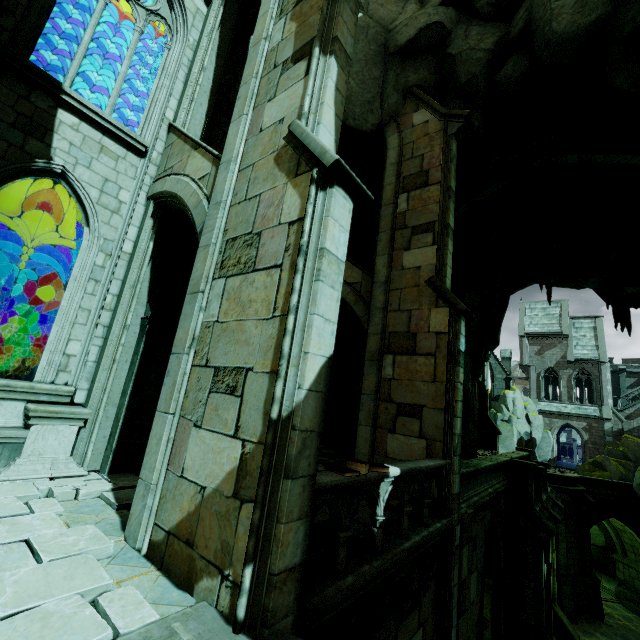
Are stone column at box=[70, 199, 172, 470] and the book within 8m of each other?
yes

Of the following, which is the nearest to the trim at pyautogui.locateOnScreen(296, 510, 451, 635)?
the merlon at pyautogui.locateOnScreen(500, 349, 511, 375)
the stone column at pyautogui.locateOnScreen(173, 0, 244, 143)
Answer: the stone column at pyautogui.locateOnScreen(173, 0, 244, 143)

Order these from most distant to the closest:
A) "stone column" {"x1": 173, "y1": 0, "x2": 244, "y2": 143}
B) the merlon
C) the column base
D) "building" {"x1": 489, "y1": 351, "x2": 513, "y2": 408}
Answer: the merlon < "building" {"x1": 489, "y1": 351, "x2": 513, "y2": 408} < "stone column" {"x1": 173, "y1": 0, "x2": 244, "y2": 143} < the column base

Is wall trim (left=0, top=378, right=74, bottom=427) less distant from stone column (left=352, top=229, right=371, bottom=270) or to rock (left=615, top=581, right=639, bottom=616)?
stone column (left=352, top=229, right=371, bottom=270)

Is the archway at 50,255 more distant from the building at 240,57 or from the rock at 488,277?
the rock at 488,277

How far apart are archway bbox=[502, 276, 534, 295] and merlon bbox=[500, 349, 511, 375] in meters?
22.0

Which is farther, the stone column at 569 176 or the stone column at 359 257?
the stone column at 359 257

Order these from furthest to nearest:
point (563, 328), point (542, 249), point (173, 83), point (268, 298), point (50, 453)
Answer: point (563, 328), point (542, 249), point (173, 83), point (50, 453), point (268, 298)
